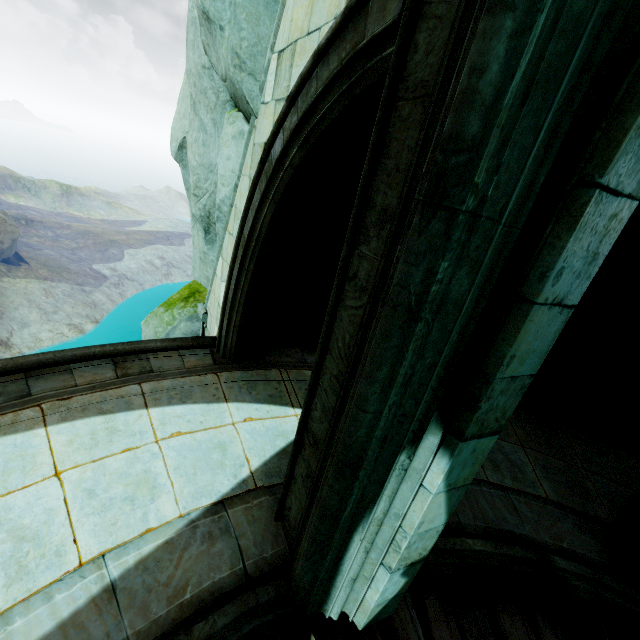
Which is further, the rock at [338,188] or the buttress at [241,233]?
the rock at [338,188]

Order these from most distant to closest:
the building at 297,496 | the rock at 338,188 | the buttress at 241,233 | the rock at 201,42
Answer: the rock at 338,188
the rock at 201,42
the buttress at 241,233
the building at 297,496

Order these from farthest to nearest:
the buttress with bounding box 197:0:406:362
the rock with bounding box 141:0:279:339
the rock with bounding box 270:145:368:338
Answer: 1. the rock with bounding box 270:145:368:338
2. the rock with bounding box 141:0:279:339
3. the buttress with bounding box 197:0:406:362

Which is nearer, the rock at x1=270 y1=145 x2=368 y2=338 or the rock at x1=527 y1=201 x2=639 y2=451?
the rock at x1=527 y1=201 x2=639 y2=451

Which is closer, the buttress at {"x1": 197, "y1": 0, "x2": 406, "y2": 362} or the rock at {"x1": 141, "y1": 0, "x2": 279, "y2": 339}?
the buttress at {"x1": 197, "y1": 0, "x2": 406, "y2": 362}

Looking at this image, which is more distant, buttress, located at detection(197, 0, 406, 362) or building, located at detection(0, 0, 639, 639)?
buttress, located at detection(197, 0, 406, 362)

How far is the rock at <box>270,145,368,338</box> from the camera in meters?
4.9 m

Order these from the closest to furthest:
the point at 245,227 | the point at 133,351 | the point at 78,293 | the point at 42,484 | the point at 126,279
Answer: the point at 42,484, the point at 245,227, the point at 133,351, the point at 78,293, the point at 126,279
